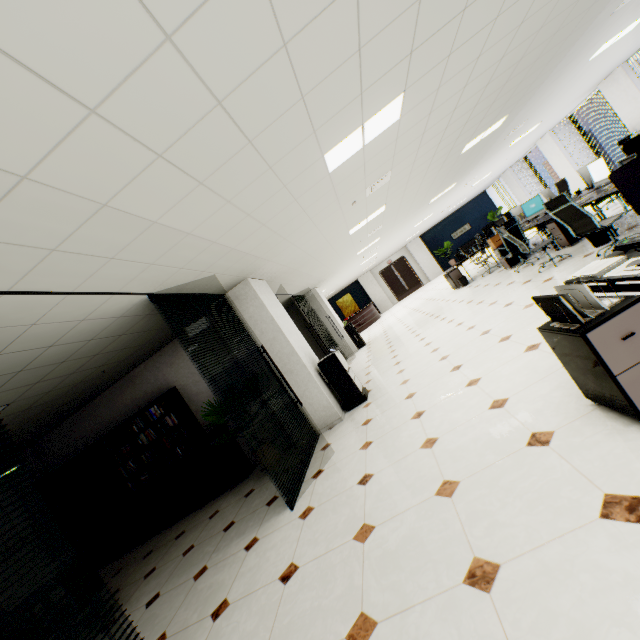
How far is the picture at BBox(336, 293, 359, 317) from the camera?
23.2m

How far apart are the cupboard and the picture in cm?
1820

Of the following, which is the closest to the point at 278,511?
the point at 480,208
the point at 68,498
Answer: the point at 68,498

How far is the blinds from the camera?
3.9m

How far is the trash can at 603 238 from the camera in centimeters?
537cm

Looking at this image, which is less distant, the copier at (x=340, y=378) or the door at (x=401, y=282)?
the copier at (x=340, y=378)

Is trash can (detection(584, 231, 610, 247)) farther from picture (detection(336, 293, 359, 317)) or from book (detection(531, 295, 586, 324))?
picture (detection(336, 293, 359, 317))

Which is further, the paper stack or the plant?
the plant
